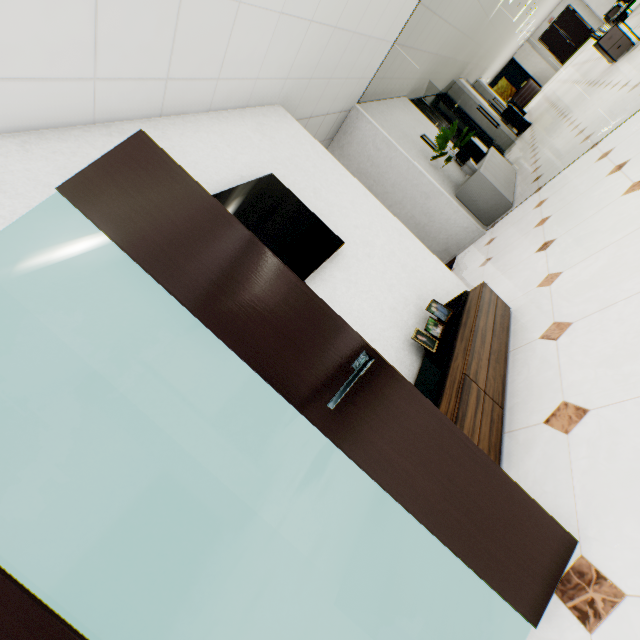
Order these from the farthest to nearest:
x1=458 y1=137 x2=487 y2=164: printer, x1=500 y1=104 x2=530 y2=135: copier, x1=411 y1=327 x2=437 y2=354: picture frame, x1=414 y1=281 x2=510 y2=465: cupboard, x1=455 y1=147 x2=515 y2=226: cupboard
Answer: x1=500 y1=104 x2=530 y2=135: copier → x1=458 y1=137 x2=487 y2=164: printer → x1=455 y1=147 x2=515 y2=226: cupboard → x1=411 y1=327 x2=437 y2=354: picture frame → x1=414 y1=281 x2=510 y2=465: cupboard

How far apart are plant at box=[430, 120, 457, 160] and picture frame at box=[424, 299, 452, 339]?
4.0 meters

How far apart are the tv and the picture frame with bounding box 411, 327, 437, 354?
0.92m

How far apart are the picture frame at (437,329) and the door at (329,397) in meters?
1.3

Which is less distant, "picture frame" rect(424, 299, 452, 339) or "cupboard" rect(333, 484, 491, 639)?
"cupboard" rect(333, 484, 491, 639)

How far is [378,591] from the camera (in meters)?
1.18

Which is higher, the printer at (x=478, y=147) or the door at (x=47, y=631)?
the door at (x=47, y=631)

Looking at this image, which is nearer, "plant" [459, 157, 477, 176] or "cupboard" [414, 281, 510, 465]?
"cupboard" [414, 281, 510, 465]
